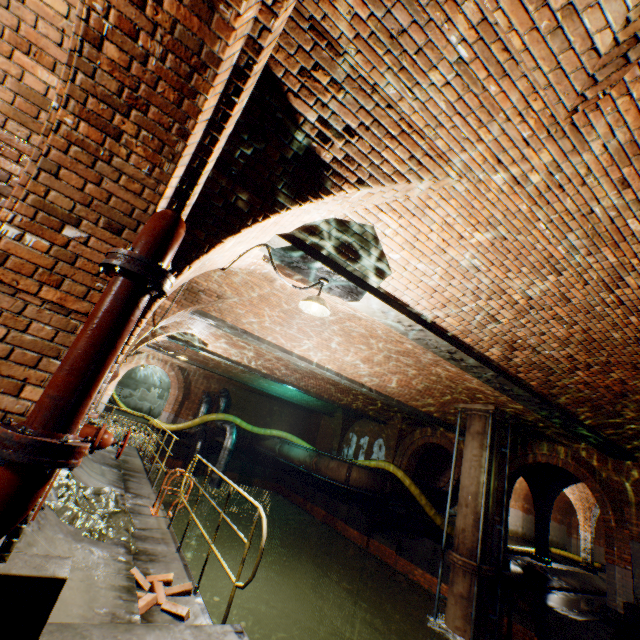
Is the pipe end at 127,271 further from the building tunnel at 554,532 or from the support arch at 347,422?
the support arch at 347,422

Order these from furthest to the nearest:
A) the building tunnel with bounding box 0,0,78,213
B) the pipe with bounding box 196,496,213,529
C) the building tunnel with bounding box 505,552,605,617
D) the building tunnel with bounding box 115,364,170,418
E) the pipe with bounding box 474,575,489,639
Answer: the building tunnel with bounding box 115,364,170,418 < the pipe with bounding box 196,496,213,529 < the building tunnel with bounding box 505,552,605,617 < the pipe with bounding box 474,575,489,639 < the building tunnel with bounding box 0,0,78,213

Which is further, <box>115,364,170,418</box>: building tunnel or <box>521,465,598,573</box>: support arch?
<box>115,364,170,418</box>: building tunnel

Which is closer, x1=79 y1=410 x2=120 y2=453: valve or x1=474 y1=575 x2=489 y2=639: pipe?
x1=79 y1=410 x2=120 y2=453: valve

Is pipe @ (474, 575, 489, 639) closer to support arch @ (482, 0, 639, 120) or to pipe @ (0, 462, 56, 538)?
support arch @ (482, 0, 639, 120)

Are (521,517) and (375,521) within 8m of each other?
no

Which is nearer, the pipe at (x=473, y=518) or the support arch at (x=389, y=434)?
the pipe at (x=473, y=518)

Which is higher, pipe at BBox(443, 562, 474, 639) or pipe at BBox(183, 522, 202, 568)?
pipe at BBox(443, 562, 474, 639)
